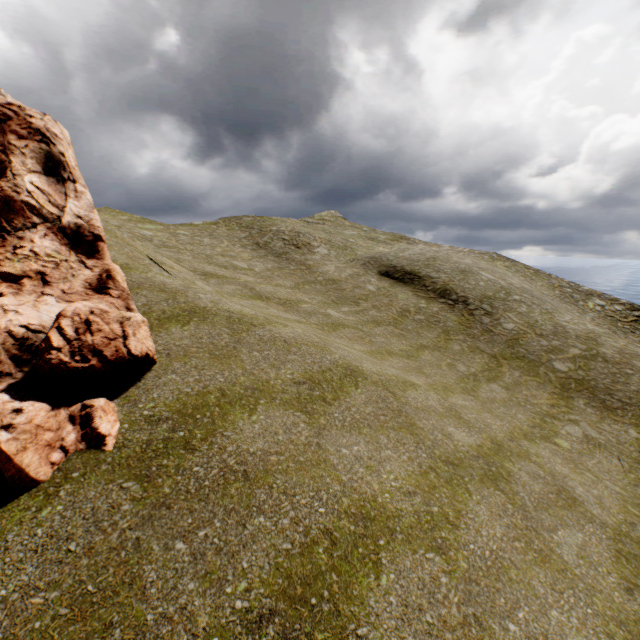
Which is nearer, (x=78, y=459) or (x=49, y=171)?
(x=78, y=459)
